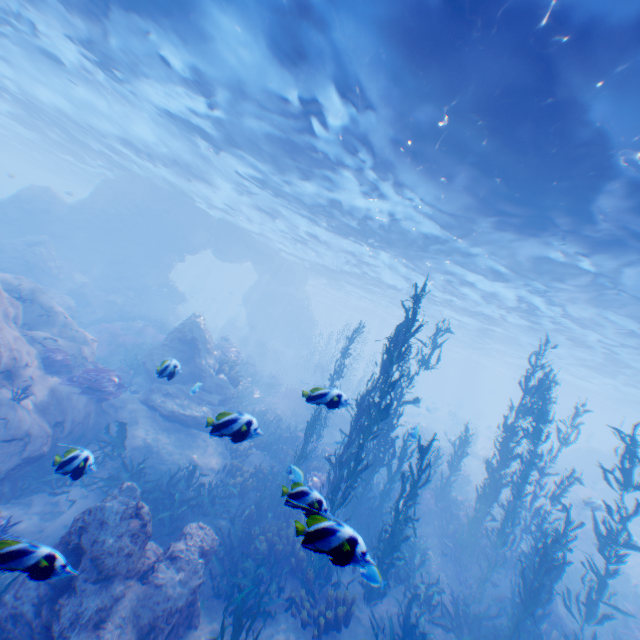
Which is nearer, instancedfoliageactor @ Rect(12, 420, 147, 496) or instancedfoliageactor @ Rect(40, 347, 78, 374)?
instancedfoliageactor @ Rect(12, 420, 147, 496)

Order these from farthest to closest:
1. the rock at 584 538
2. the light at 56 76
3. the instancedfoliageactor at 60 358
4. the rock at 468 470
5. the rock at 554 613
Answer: the rock at 468 470
the rock at 584 538
the instancedfoliageactor at 60 358
the rock at 554 613
the light at 56 76

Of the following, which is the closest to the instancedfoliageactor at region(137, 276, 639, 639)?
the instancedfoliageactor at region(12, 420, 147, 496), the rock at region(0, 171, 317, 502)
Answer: the rock at region(0, 171, 317, 502)

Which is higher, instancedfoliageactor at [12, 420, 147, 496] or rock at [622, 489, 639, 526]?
rock at [622, 489, 639, 526]

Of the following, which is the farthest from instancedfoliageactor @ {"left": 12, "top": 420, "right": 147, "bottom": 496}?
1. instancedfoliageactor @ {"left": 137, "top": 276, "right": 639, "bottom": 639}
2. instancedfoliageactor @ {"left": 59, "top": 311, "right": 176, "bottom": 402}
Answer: instancedfoliageactor @ {"left": 59, "top": 311, "right": 176, "bottom": 402}

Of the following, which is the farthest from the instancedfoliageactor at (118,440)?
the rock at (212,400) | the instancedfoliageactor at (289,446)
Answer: the instancedfoliageactor at (289,446)

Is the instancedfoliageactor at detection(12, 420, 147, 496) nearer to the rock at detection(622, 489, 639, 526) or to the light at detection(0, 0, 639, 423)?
the rock at detection(622, 489, 639, 526)

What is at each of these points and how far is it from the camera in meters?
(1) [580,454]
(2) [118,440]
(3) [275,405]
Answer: (1) rock, 31.4
(2) instancedfoliageactor, 10.0
(3) rock, 21.4
